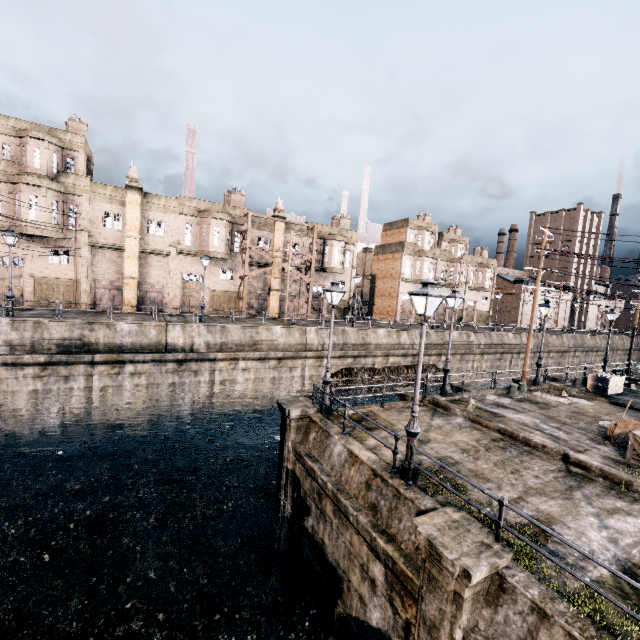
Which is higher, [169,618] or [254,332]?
[254,332]

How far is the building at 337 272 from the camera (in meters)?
42.03

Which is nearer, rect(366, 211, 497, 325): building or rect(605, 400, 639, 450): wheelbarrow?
rect(605, 400, 639, 450): wheelbarrow

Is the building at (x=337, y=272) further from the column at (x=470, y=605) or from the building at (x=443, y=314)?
the column at (x=470, y=605)

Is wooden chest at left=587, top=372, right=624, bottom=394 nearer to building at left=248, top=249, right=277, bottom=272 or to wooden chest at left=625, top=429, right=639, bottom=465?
wooden chest at left=625, top=429, right=639, bottom=465

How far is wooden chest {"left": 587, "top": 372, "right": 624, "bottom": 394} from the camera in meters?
22.1 m

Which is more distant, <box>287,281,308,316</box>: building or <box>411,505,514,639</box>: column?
<box>287,281,308,316</box>: building

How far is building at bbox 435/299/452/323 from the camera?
54.6m
